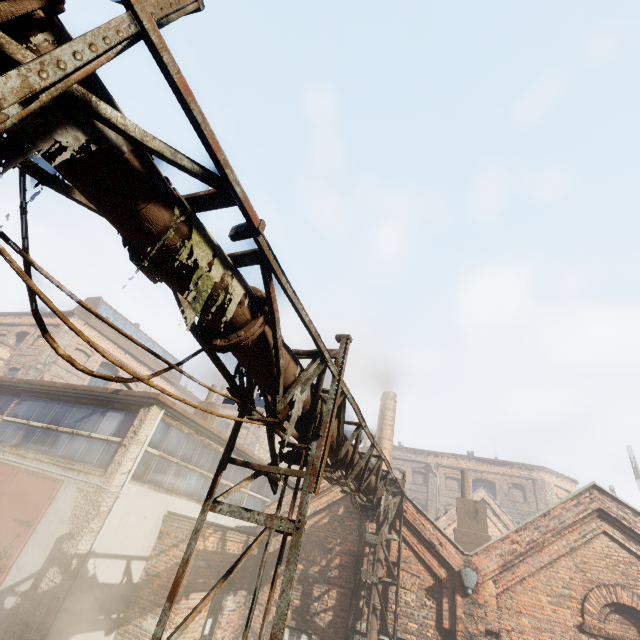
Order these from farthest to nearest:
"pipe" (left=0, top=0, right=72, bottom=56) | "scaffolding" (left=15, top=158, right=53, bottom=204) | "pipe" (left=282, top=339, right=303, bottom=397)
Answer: "pipe" (left=282, top=339, right=303, bottom=397) → "scaffolding" (left=15, top=158, right=53, bottom=204) → "pipe" (left=0, top=0, right=72, bottom=56)

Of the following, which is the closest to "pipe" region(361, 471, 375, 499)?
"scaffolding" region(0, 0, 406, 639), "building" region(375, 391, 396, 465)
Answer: "scaffolding" region(0, 0, 406, 639)

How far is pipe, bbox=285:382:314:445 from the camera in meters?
3.8

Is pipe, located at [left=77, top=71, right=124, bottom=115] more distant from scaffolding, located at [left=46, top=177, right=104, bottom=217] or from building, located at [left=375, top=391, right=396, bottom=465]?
building, located at [left=375, top=391, right=396, bottom=465]

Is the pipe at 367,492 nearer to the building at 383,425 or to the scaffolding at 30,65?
the scaffolding at 30,65

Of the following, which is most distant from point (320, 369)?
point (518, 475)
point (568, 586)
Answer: point (518, 475)

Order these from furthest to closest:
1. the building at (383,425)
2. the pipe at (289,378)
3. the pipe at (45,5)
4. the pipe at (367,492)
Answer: the building at (383,425) → the pipe at (367,492) → the pipe at (289,378) → the pipe at (45,5)
